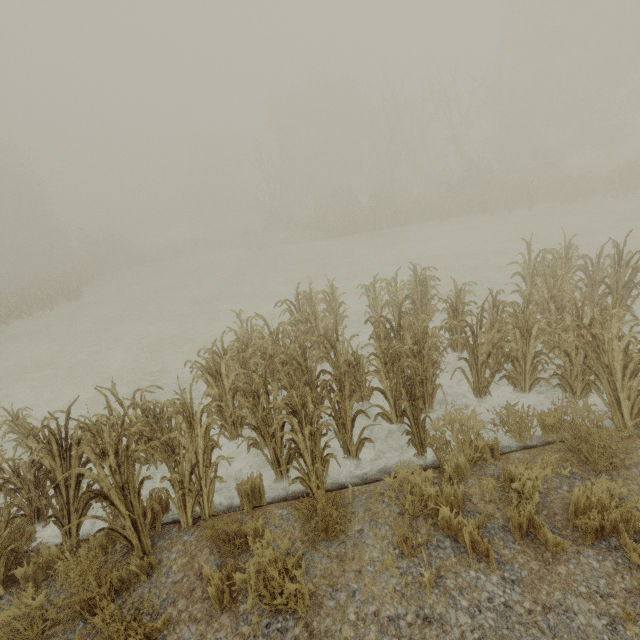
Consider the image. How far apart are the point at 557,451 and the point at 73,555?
6.1 meters

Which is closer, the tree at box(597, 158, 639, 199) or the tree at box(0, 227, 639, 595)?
the tree at box(0, 227, 639, 595)

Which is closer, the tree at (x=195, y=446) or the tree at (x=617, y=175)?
the tree at (x=195, y=446)
